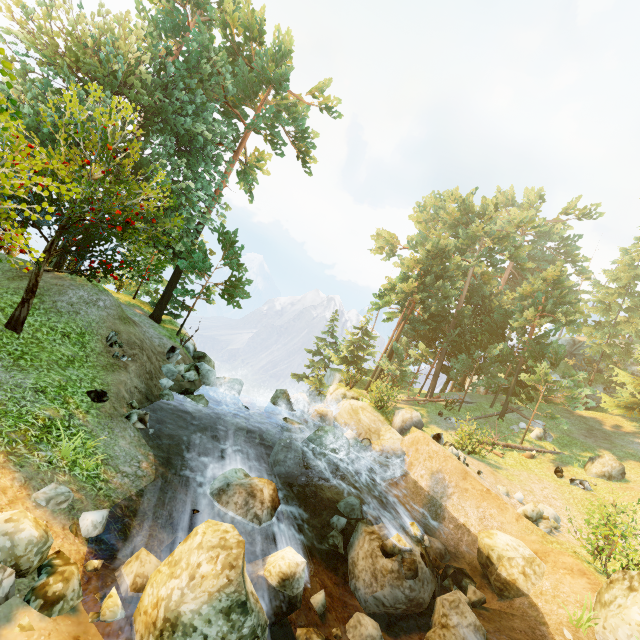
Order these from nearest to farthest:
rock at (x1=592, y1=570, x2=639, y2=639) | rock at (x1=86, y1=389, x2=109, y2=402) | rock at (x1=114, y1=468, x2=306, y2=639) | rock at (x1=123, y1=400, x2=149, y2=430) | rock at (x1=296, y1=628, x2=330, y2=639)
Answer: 1. rock at (x1=114, y1=468, x2=306, y2=639)
2. rock at (x1=296, y1=628, x2=330, y2=639)
3. rock at (x1=592, y1=570, x2=639, y2=639)
4. rock at (x1=86, y1=389, x2=109, y2=402)
5. rock at (x1=123, y1=400, x2=149, y2=430)

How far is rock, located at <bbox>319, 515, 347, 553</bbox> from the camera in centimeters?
1136cm

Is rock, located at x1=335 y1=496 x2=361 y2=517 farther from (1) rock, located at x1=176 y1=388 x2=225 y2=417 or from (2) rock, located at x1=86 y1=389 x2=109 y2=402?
(2) rock, located at x1=86 y1=389 x2=109 y2=402

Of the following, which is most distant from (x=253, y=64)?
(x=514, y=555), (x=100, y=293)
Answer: (x=514, y=555)

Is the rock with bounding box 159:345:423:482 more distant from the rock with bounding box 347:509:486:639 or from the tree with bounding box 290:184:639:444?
the tree with bounding box 290:184:639:444

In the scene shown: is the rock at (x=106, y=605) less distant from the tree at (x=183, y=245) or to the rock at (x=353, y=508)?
the rock at (x=353, y=508)

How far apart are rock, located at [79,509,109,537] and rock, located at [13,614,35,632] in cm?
166

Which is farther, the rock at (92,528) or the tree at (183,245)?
the tree at (183,245)
